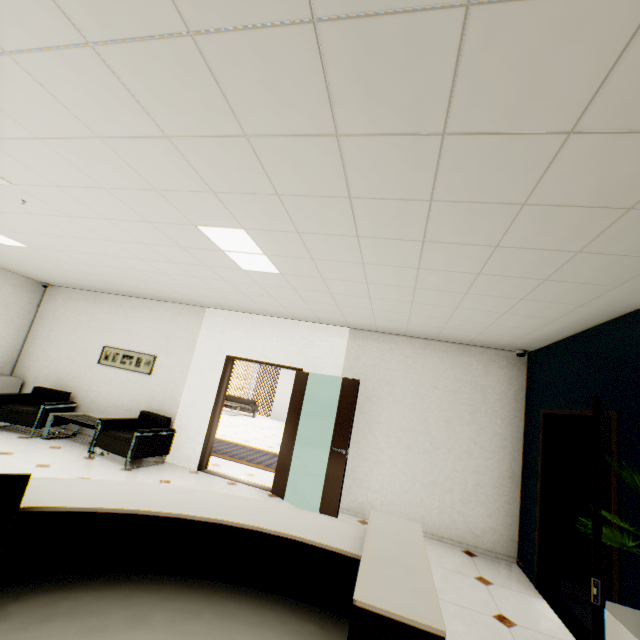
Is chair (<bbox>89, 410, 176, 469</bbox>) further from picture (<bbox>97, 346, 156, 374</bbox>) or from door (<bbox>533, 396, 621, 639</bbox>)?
door (<bbox>533, 396, 621, 639</bbox>)

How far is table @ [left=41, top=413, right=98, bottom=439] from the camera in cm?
572

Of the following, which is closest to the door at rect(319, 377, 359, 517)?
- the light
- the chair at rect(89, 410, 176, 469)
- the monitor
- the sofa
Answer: the light

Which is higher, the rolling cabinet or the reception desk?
the rolling cabinet

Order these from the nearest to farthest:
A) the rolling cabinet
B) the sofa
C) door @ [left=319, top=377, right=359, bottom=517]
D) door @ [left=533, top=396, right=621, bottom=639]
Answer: the rolling cabinet → door @ [left=533, top=396, right=621, bottom=639] → door @ [left=319, top=377, right=359, bottom=517] → the sofa

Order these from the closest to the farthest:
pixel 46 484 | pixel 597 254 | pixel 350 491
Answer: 1. pixel 46 484
2. pixel 597 254
3. pixel 350 491

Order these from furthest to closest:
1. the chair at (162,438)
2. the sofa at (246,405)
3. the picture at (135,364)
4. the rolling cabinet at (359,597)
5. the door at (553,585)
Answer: the sofa at (246,405)
the picture at (135,364)
the chair at (162,438)
the door at (553,585)
the rolling cabinet at (359,597)

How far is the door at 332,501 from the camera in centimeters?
453cm
